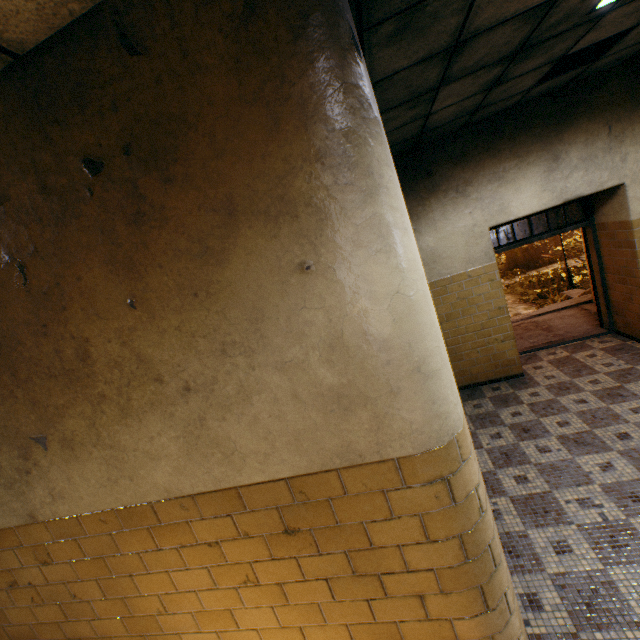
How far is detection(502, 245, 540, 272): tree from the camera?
18.4 meters

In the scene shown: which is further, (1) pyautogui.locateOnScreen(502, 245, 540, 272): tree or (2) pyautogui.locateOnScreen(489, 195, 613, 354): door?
(1) pyautogui.locateOnScreen(502, 245, 540, 272): tree

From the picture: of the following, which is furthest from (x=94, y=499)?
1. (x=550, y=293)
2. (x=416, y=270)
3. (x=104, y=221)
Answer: (x=550, y=293)

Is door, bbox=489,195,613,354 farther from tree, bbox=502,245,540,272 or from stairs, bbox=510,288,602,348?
tree, bbox=502,245,540,272

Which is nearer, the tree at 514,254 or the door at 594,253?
the door at 594,253

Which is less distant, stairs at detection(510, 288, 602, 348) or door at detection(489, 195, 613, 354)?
door at detection(489, 195, 613, 354)

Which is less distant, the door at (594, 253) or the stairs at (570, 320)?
the door at (594, 253)

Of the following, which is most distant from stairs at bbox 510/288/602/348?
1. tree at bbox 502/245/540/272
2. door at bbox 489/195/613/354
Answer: tree at bbox 502/245/540/272
